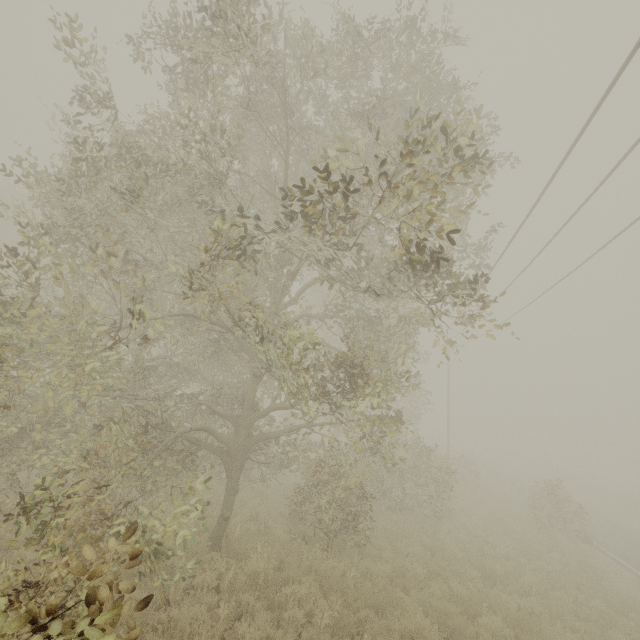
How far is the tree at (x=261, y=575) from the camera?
6.89m

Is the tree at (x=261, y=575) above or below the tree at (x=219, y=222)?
below

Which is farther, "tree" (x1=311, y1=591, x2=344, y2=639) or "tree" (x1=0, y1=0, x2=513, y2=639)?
"tree" (x1=311, y1=591, x2=344, y2=639)

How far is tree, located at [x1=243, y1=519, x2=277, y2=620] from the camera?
6.9 meters

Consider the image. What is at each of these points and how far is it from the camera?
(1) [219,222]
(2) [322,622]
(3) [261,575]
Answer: (1) tree, 5.4m
(2) tree, 6.7m
(3) tree, 7.5m

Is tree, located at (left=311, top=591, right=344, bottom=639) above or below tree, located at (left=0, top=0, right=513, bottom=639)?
below
